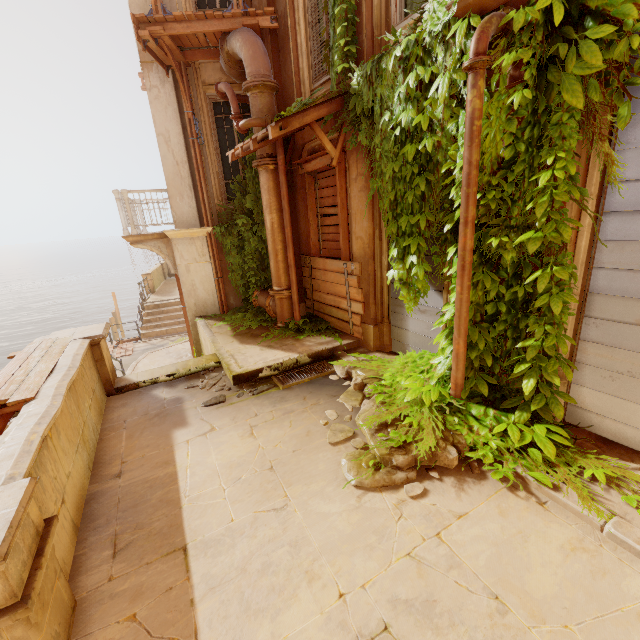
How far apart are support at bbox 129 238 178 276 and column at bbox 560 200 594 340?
8.8m

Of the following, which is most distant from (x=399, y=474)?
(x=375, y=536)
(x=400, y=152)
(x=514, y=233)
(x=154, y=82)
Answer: (x=154, y=82)

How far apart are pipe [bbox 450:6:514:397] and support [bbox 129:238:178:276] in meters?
7.9

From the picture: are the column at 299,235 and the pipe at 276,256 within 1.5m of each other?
yes

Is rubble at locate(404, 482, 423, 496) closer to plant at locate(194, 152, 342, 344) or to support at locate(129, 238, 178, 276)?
plant at locate(194, 152, 342, 344)

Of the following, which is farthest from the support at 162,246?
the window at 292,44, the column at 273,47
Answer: the window at 292,44

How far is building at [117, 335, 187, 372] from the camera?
12.4m

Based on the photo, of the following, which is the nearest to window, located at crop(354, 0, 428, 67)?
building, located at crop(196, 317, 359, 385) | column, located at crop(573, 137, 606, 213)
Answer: column, located at crop(573, 137, 606, 213)
